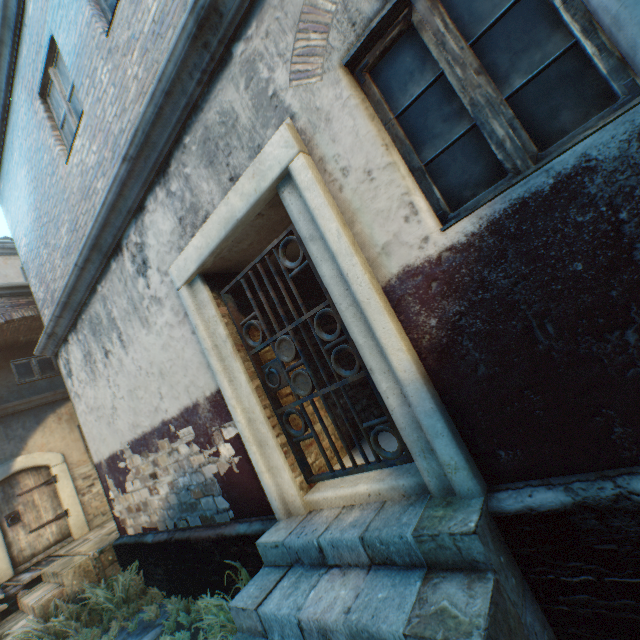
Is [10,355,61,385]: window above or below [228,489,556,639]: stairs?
above

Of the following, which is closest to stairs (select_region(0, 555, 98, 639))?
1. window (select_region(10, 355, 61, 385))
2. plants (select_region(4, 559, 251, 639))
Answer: plants (select_region(4, 559, 251, 639))

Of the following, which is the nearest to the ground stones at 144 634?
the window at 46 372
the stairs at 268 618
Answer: the stairs at 268 618

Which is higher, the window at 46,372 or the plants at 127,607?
the window at 46,372

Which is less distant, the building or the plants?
the building

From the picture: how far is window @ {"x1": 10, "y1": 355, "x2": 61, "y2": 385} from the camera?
9.1m

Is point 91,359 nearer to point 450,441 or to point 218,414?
point 218,414

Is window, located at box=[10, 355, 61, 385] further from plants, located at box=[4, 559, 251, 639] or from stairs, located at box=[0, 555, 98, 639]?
plants, located at box=[4, 559, 251, 639]
